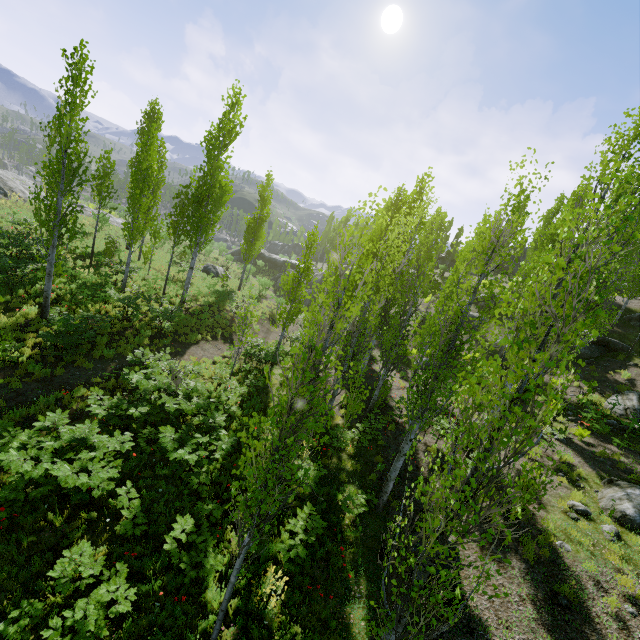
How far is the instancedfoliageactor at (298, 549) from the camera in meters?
7.2

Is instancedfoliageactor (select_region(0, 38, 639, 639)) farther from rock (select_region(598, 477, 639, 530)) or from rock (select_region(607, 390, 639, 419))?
rock (select_region(607, 390, 639, 419))

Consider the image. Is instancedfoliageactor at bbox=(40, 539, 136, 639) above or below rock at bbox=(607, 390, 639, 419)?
below

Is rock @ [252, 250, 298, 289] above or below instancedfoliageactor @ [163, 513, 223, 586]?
above

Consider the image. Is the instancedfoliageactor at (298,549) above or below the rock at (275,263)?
below

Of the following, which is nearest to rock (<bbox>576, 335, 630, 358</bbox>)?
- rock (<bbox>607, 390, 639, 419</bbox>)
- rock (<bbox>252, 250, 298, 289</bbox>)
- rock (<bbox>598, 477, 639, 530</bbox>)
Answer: rock (<bbox>607, 390, 639, 419</bbox>)

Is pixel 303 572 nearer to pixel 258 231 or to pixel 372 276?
pixel 372 276

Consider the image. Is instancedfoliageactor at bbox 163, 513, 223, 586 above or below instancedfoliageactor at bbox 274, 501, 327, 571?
below
